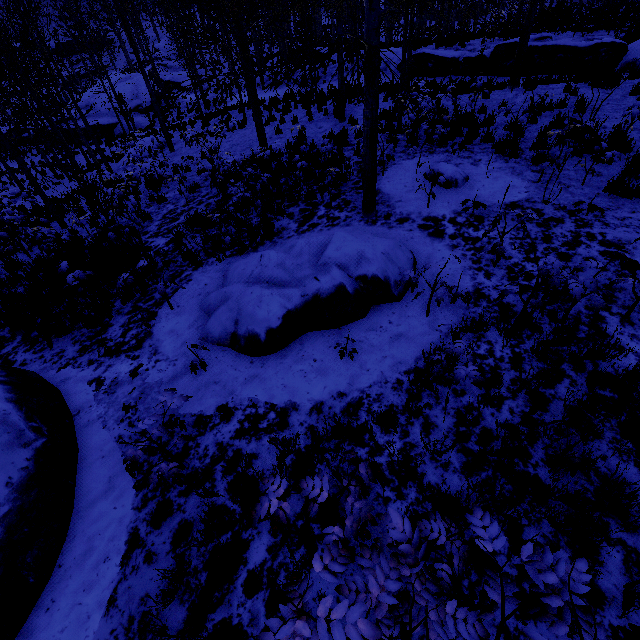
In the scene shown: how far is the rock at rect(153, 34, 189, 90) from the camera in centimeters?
4028cm

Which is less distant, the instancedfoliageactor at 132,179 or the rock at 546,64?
the instancedfoliageactor at 132,179

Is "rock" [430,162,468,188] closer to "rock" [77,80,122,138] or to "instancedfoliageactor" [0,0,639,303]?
"instancedfoliageactor" [0,0,639,303]

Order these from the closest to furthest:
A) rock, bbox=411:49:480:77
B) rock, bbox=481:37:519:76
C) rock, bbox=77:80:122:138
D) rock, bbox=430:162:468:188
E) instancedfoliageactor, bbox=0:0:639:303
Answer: instancedfoliageactor, bbox=0:0:639:303 < rock, bbox=430:162:468:188 < rock, bbox=481:37:519:76 < rock, bbox=411:49:480:77 < rock, bbox=77:80:122:138

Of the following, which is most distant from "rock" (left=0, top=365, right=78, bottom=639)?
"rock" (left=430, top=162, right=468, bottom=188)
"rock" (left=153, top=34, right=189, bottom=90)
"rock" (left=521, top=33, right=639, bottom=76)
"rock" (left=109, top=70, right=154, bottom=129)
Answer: "rock" (left=153, top=34, right=189, bottom=90)

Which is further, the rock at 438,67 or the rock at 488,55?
the rock at 438,67

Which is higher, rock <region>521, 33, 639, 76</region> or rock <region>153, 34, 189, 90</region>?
rock <region>521, 33, 639, 76</region>

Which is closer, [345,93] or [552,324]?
[552,324]
